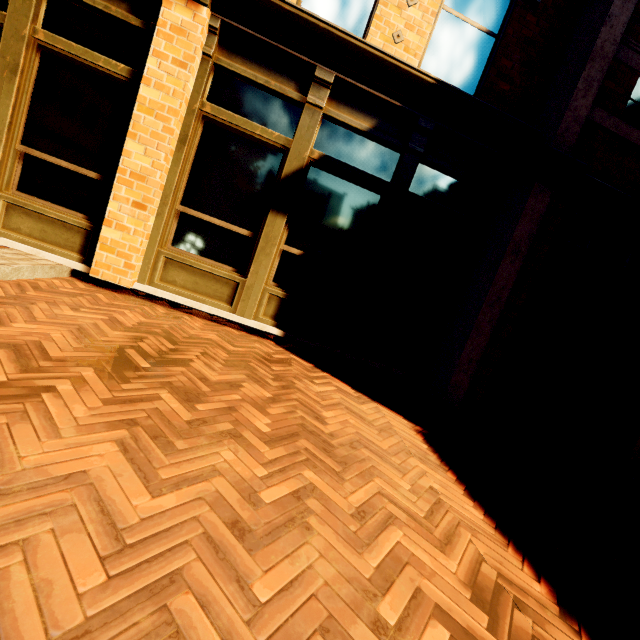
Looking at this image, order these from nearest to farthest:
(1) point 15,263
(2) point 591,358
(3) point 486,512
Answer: (3) point 486,512
(1) point 15,263
(2) point 591,358
